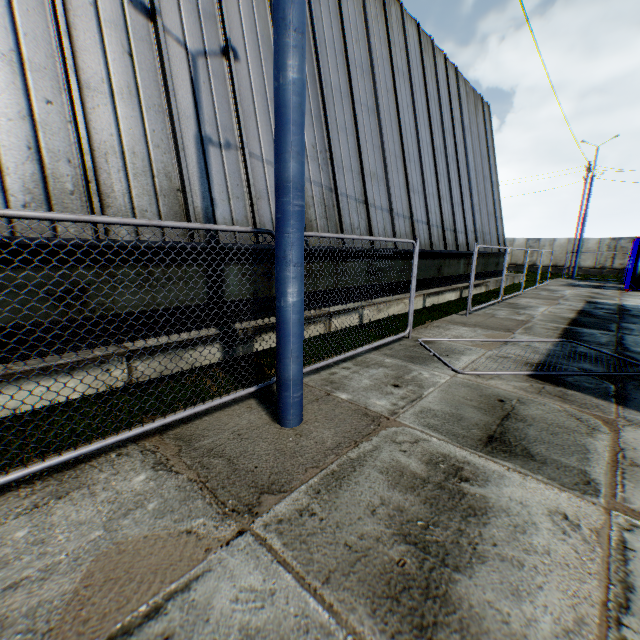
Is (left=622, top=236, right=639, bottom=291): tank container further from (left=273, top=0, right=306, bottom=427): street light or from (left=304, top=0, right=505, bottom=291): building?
(left=273, top=0, right=306, bottom=427): street light

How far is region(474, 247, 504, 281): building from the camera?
17.6 meters

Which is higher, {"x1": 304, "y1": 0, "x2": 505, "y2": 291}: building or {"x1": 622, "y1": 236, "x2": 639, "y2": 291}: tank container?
{"x1": 304, "y1": 0, "x2": 505, "y2": 291}: building

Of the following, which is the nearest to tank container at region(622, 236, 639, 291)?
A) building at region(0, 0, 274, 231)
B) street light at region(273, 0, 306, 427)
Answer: building at region(0, 0, 274, 231)

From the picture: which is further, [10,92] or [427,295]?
[427,295]

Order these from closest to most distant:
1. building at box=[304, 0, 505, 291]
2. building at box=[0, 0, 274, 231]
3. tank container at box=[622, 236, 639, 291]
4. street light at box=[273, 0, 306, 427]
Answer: street light at box=[273, 0, 306, 427], building at box=[0, 0, 274, 231], building at box=[304, 0, 505, 291], tank container at box=[622, 236, 639, 291]

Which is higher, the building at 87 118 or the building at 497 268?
the building at 87 118

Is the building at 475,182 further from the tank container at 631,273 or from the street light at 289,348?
the tank container at 631,273
